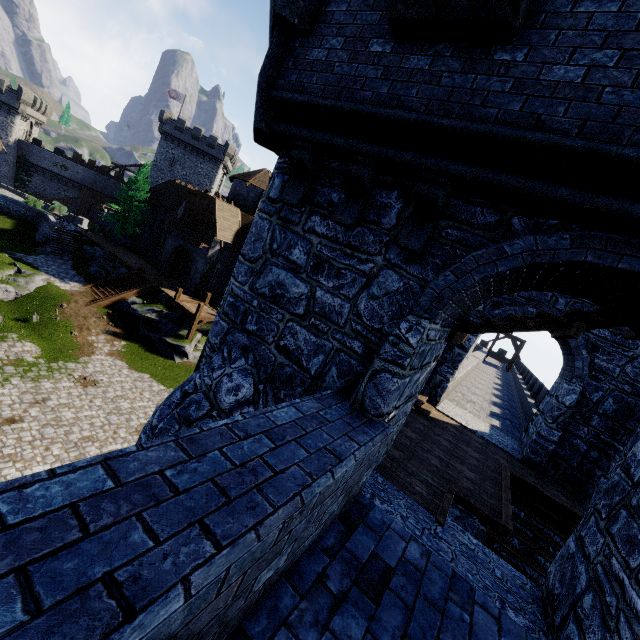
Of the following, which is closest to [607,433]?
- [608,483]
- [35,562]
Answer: [608,483]

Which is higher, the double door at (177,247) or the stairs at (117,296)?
the double door at (177,247)

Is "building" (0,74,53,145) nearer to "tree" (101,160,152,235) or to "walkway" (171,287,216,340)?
"tree" (101,160,152,235)

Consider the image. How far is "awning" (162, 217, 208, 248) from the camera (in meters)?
28.57

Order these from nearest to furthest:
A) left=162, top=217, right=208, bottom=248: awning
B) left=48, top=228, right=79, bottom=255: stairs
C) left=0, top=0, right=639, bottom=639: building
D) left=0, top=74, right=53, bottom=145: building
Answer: left=0, top=0, right=639, bottom=639: building → left=162, top=217, right=208, bottom=248: awning → left=48, top=228, right=79, bottom=255: stairs → left=0, top=74, right=53, bottom=145: building

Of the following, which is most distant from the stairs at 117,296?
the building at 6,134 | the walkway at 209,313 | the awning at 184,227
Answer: the building at 6,134

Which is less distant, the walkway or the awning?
the walkway

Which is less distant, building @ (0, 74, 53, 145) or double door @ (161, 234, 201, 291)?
double door @ (161, 234, 201, 291)
